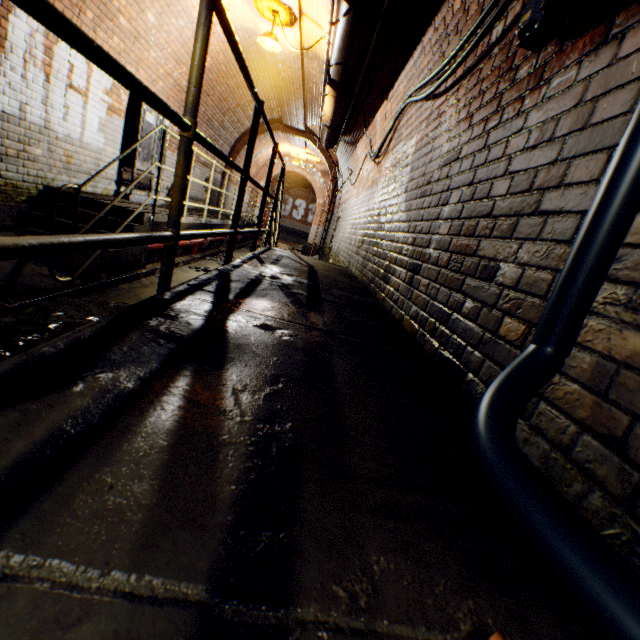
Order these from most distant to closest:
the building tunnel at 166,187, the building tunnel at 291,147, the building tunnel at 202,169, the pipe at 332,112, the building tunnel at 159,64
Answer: the building tunnel at 291,147, the building tunnel at 202,169, the building tunnel at 166,187, the pipe at 332,112, the building tunnel at 159,64

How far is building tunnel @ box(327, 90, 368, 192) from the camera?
6.46m

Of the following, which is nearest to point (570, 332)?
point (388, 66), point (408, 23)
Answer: point (408, 23)

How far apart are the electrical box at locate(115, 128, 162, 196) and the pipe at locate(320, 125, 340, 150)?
3.3 meters

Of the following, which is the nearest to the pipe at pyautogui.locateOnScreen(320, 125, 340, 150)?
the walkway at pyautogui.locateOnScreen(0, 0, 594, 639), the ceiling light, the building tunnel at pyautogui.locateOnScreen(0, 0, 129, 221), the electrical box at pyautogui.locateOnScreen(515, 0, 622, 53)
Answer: the building tunnel at pyautogui.locateOnScreen(0, 0, 129, 221)

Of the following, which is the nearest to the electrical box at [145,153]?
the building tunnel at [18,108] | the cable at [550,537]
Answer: the building tunnel at [18,108]

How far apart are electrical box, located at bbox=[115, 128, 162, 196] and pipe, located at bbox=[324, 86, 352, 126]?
3.26m

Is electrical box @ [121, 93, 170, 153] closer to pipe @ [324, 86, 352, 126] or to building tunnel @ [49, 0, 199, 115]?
building tunnel @ [49, 0, 199, 115]
